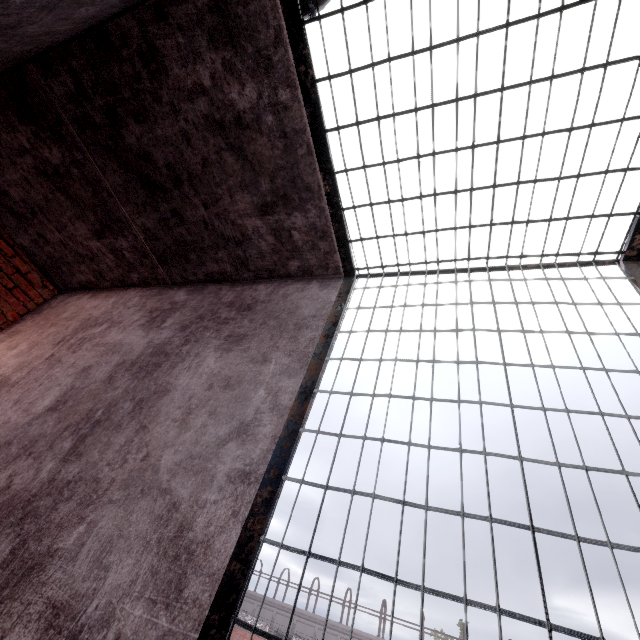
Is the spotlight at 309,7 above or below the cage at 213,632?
above

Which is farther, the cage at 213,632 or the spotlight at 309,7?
the spotlight at 309,7

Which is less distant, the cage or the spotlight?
the cage

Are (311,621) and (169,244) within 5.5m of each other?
no

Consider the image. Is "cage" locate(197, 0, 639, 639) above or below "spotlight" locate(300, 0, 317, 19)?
below
